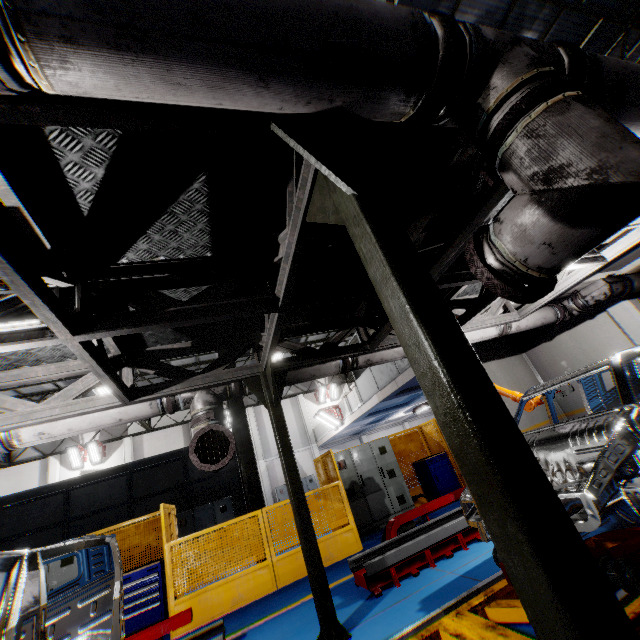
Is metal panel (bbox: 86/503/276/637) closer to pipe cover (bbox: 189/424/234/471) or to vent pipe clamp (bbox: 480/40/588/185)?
vent pipe clamp (bbox: 480/40/588/185)

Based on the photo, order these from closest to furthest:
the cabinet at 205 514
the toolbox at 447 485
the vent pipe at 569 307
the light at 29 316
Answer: the light at 29 316, the vent pipe at 569 307, the toolbox at 447 485, the cabinet at 205 514

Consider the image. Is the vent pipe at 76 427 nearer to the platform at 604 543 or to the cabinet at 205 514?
the platform at 604 543

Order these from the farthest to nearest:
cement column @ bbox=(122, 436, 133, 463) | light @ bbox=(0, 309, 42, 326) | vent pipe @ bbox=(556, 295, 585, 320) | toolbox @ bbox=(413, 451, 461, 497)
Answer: cement column @ bbox=(122, 436, 133, 463), toolbox @ bbox=(413, 451, 461, 497), vent pipe @ bbox=(556, 295, 585, 320), light @ bbox=(0, 309, 42, 326)

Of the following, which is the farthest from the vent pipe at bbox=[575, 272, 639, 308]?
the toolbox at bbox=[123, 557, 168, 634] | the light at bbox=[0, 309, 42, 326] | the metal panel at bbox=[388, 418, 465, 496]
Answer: the toolbox at bbox=[123, 557, 168, 634]

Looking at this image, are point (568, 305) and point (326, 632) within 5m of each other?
no

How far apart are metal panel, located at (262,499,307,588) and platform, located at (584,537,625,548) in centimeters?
456cm

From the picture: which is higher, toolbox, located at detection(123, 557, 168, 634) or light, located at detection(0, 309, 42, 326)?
light, located at detection(0, 309, 42, 326)
